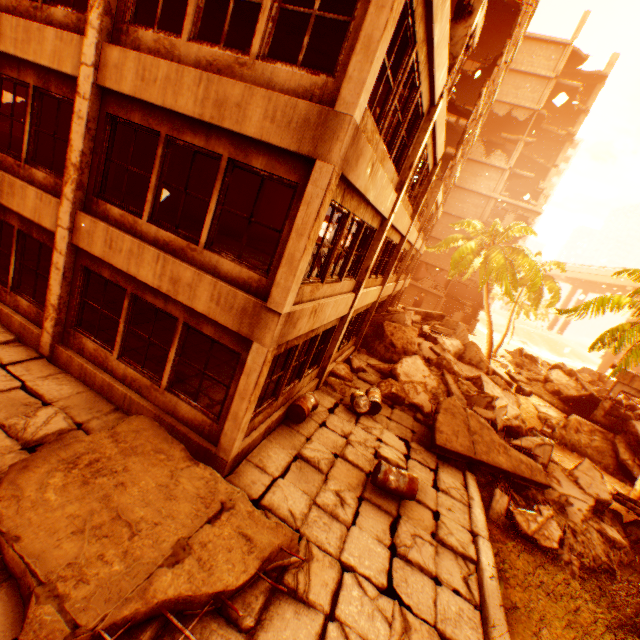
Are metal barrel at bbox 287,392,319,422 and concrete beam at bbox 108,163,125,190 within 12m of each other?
yes

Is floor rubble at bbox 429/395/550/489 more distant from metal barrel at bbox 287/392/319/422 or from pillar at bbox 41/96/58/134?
pillar at bbox 41/96/58/134

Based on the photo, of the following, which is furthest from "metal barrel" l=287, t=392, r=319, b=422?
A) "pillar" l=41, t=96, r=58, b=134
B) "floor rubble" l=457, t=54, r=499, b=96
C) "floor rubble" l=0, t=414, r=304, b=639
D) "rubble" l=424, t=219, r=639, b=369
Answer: "floor rubble" l=457, t=54, r=499, b=96

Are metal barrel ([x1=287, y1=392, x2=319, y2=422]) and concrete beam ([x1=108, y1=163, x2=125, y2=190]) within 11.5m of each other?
yes

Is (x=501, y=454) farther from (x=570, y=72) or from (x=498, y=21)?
(x=570, y=72)

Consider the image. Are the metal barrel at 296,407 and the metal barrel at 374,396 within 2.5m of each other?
yes

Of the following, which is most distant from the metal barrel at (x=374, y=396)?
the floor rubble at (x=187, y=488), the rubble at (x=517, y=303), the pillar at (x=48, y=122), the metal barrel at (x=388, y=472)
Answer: the pillar at (x=48, y=122)

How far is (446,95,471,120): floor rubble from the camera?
19.9 meters
